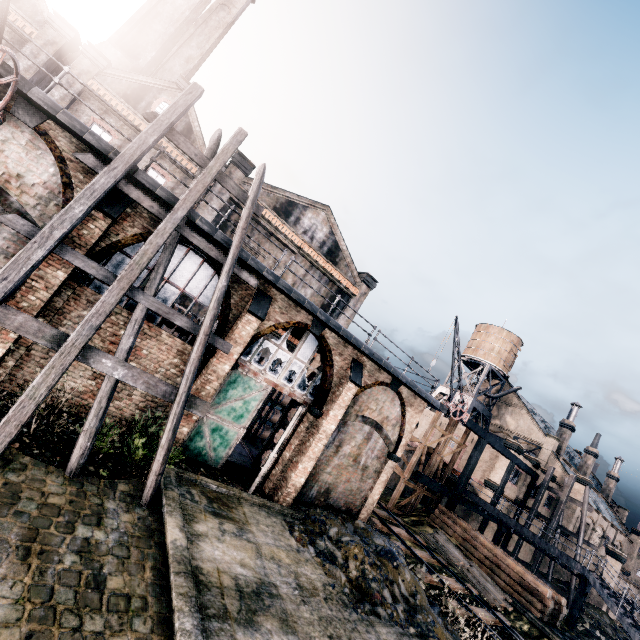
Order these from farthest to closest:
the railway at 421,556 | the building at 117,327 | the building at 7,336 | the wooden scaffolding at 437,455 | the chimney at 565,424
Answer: the chimney at 565,424
the wooden scaffolding at 437,455
the railway at 421,556
the building at 117,327
the building at 7,336

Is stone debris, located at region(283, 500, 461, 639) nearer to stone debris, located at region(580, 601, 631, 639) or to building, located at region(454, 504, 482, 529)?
building, located at region(454, 504, 482, 529)

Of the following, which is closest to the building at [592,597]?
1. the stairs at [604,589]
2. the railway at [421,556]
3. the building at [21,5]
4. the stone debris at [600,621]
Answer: the stone debris at [600,621]

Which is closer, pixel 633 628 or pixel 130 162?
pixel 130 162

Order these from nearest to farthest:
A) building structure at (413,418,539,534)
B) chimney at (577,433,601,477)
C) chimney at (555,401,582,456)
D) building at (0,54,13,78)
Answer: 1. building at (0,54,13,78)
2. building structure at (413,418,539,534)
3. chimney at (555,401,582,456)
4. chimney at (577,433,601,477)

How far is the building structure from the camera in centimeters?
2683cm

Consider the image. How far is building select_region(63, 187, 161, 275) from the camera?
10.0m

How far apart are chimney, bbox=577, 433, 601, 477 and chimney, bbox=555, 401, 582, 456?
9.47m
